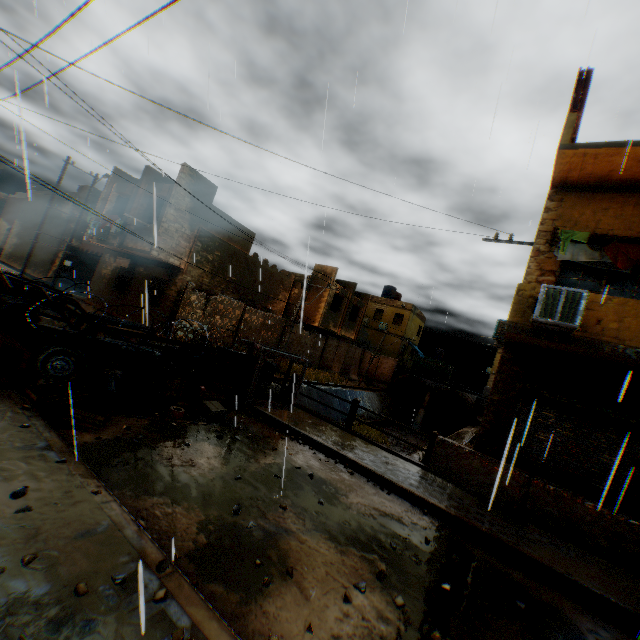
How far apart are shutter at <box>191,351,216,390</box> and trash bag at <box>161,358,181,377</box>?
0.01m

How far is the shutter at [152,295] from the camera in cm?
1755

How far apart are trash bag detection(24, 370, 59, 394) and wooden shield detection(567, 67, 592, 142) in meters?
12.4

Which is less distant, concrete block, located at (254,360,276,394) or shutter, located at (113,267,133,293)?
concrete block, located at (254,360,276,394)

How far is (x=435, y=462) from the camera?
8.0 meters

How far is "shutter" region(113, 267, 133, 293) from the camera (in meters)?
19.56

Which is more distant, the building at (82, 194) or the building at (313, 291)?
the building at (82, 194)

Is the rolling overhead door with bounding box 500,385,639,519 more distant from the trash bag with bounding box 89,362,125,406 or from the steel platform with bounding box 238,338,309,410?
the trash bag with bounding box 89,362,125,406
